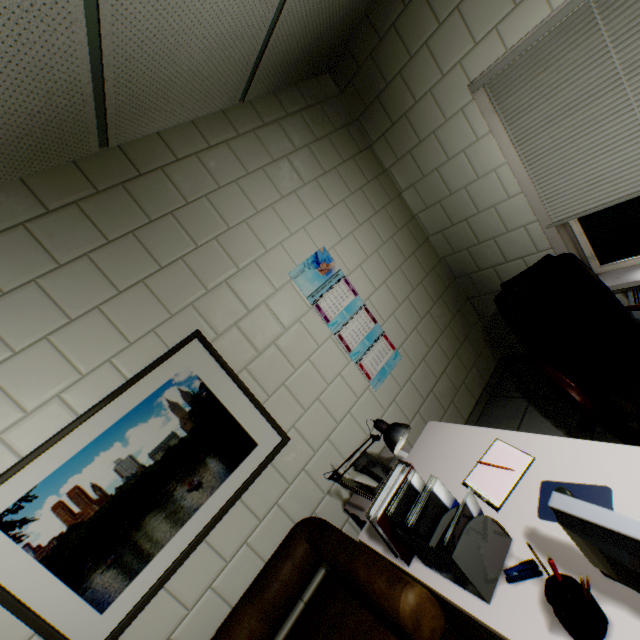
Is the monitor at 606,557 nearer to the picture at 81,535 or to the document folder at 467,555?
the document folder at 467,555

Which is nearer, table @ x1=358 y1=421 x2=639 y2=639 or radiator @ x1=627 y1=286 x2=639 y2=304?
table @ x1=358 y1=421 x2=639 y2=639

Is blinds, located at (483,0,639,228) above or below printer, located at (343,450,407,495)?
above

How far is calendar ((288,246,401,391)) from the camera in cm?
231

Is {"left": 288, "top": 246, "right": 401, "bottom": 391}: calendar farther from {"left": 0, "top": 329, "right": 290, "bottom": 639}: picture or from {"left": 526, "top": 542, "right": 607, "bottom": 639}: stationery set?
{"left": 526, "top": 542, "right": 607, "bottom": 639}: stationery set

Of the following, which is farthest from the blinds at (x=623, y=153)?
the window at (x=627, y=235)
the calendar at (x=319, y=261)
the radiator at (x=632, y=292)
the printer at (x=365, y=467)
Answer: the printer at (x=365, y=467)

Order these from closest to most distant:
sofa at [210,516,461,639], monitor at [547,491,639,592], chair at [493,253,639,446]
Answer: monitor at [547,491,639,592], sofa at [210,516,461,639], chair at [493,253,639,446]

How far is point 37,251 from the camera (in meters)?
1.55
